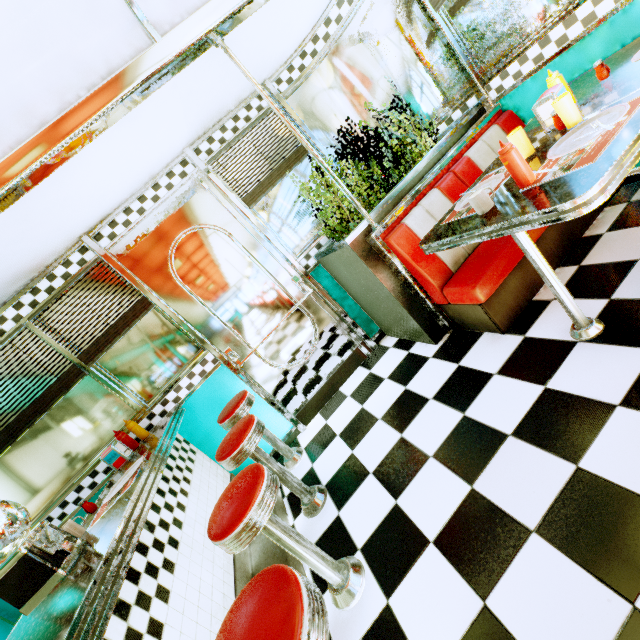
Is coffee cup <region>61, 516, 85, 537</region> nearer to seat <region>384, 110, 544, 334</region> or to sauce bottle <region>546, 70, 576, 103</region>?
seat <region>384, 110, 544, 334</region>

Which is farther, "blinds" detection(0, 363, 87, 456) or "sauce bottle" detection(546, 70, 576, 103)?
"blinds" detection(0, 363, 87, 456)

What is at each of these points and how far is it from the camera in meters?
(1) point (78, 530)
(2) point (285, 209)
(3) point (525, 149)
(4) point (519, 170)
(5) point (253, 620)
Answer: (1) coffee cup, 1.7 m
(2) window, 3.3 m
(3) plastic cup, 1.7 m
(4) sauce bottle, 1.4 m
(5) stool, 0.9 m

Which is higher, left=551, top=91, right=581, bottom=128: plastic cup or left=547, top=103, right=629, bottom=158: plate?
left=551, top=91, right=581, bottom=128: plastic cup

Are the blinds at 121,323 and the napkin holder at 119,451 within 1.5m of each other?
yes

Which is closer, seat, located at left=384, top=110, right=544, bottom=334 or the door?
seat, located at left=384, top=110, right=544, bottom=334

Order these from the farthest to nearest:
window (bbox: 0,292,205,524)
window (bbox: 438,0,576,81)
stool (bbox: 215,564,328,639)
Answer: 1. window (bbox: 0,292,205,524)
2. window (bbox: 438,0,576,81)
3. stool (bbox: 215,564,328,639)

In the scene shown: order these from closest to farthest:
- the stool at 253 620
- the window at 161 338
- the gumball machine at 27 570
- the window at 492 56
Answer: the stool at 253 620 → the gumball machine at 27 570 → the window at 492 56 → the window at 161 338
